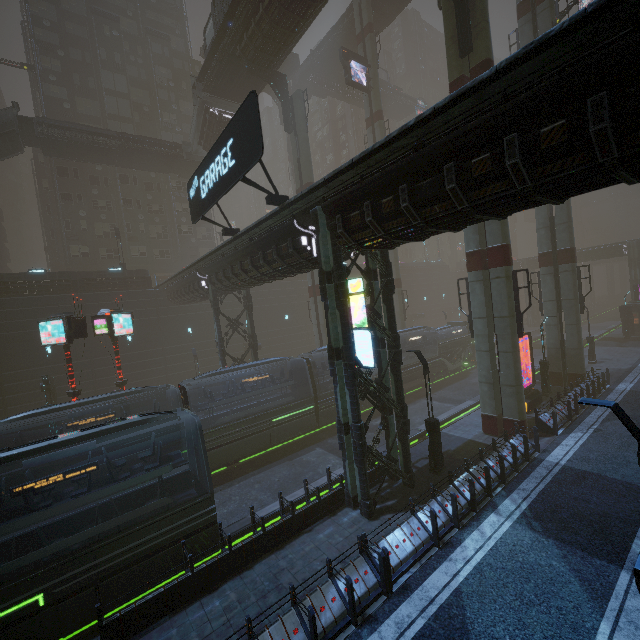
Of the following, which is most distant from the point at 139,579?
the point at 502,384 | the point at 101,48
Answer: the point at 101,48

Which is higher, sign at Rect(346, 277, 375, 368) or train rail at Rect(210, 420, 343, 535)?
sign at Rect(346, 277, 375, 368)

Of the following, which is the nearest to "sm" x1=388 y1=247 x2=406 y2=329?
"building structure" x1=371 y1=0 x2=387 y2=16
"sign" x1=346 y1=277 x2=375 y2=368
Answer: "building structure" x1=371 y1=0 x2=387 y2=16

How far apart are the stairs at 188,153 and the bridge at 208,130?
0.0m

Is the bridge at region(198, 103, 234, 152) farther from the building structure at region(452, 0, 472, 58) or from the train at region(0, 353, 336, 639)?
the train at region(0, 353, 336, 639)

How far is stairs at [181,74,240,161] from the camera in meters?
30.3 m

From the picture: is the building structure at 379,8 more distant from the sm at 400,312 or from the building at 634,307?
the building at 634,307

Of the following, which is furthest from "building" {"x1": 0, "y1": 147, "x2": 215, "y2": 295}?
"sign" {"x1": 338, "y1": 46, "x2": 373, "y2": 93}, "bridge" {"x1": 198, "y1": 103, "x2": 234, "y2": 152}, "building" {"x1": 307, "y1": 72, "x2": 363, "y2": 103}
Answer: "building" {"x1": 307, "y1": 72, "x2": 363, "y2": 103}
